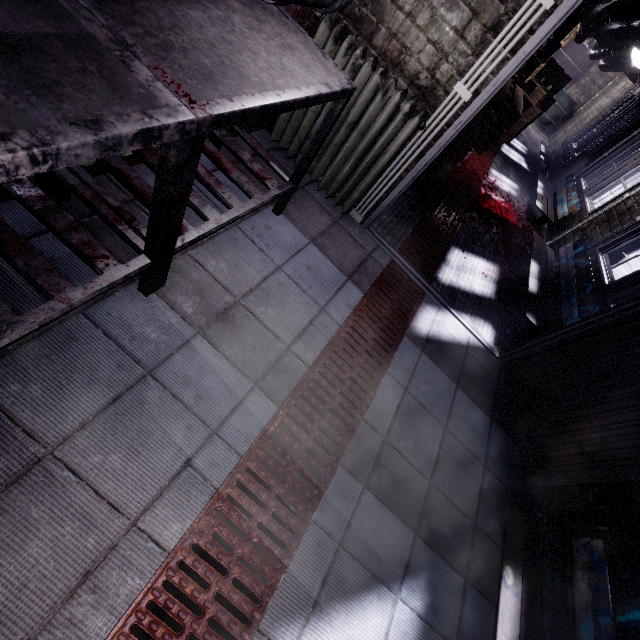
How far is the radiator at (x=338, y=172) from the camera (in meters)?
1.81

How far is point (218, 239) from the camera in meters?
1.8 m

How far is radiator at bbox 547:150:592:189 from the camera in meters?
5.9

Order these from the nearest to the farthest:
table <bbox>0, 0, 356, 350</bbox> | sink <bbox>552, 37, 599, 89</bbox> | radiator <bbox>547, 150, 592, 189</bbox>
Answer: table <bbox>0, 0, 356, 350</bbox>
radiator <bbox>547, 150, 592, 189</bbox>
sink <bbox>552, 37, 599, 89</bbox>

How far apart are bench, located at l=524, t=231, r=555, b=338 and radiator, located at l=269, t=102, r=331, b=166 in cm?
183

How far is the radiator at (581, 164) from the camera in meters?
5.9

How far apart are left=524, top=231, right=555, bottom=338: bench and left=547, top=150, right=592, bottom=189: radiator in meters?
3.2 m
